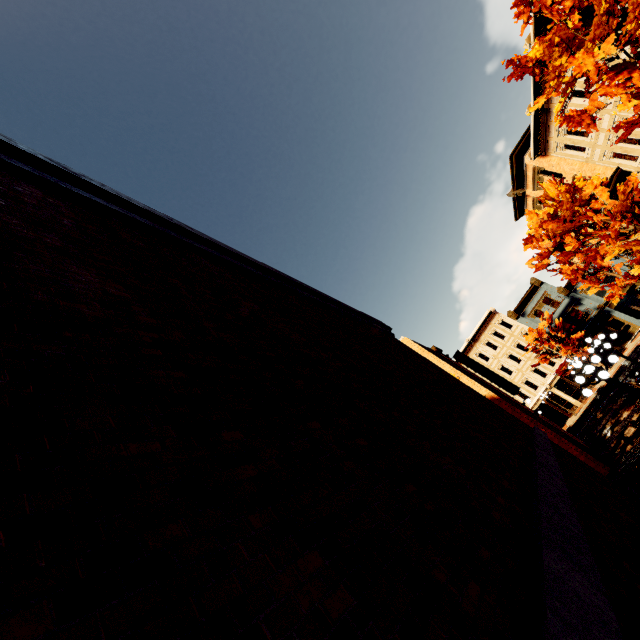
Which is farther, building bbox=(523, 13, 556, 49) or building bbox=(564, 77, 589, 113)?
building bbox=(564, 77, 589, 113)

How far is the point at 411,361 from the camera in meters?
9.0 m

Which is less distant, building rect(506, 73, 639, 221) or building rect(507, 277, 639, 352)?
building rect(506, 73, 639, 221)

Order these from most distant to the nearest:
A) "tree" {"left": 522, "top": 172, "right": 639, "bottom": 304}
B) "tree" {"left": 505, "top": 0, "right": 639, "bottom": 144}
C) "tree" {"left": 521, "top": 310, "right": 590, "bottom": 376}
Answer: "tree" {"left": 521, "top": 310, "right": 590, "bottom": 376} < "tree" {"left": 522, "top": 172, "right": 639, "bottom": 304} < "tree" {"left": 505, "top": 0, "right": 639, "bottom": 144}

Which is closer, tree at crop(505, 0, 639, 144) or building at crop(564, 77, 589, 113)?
tree at crop(505, 0, 639, 144)

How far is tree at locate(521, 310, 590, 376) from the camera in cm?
3447

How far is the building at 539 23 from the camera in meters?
16.0

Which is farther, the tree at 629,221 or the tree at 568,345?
the tree at 568,345
